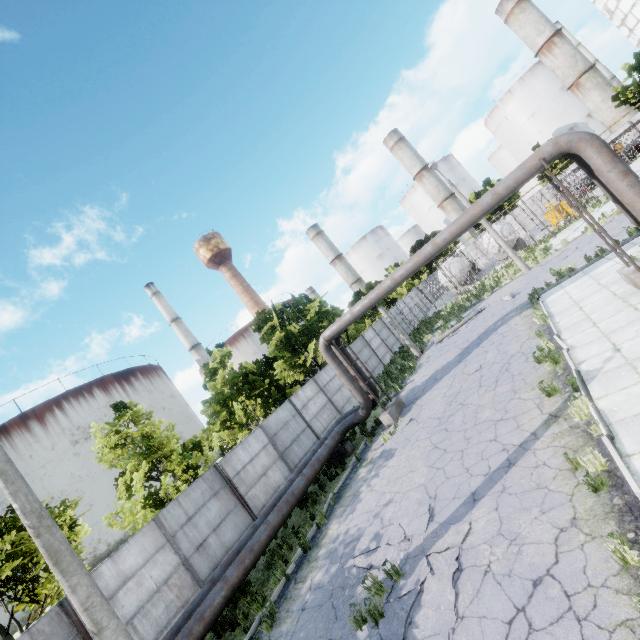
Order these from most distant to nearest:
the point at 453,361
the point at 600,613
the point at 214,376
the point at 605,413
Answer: the point at 214,376, the point at 453,361, the point at 605,413, the point at 600,613

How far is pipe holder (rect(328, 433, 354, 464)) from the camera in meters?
15.1 m

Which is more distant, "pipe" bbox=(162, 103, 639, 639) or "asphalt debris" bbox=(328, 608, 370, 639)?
"pipe" bbox=(162, 103, 639, 639)

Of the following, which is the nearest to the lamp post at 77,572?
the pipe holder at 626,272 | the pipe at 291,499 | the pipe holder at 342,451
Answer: the pipe at 291,499

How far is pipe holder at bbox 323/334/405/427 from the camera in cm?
1479

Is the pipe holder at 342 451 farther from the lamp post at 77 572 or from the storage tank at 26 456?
the storage tank at 26 456

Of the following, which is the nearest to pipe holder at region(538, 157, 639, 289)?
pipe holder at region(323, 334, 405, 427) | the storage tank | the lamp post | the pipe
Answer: the pipe

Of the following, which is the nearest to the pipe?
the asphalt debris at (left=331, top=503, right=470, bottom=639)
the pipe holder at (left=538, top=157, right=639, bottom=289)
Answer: the pipe holder at (left=538, top=157, right=639, bottom=289)
